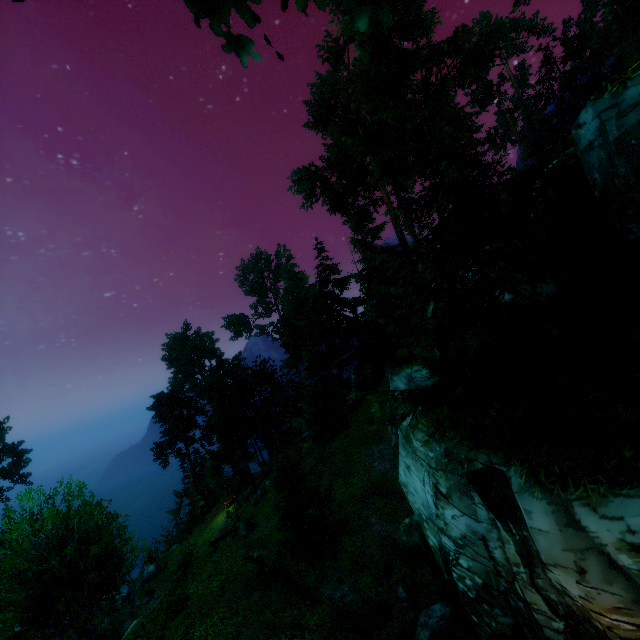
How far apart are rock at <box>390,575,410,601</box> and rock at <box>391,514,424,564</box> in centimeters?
112cm

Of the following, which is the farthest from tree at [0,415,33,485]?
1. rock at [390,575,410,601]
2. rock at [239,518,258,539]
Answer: rock at [390,575,410,601]

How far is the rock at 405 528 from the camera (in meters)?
15.65

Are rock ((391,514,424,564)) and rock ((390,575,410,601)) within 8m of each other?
yes

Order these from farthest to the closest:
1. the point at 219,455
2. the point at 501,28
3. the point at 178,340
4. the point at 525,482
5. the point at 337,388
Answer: the point at 178,340 < the point at 219,455 < the point at 337,388 < the point at 501,28 < the point at 525,482

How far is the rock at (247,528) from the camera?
27.4 meters

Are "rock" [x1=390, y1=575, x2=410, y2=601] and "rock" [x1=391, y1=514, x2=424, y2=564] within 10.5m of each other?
yes

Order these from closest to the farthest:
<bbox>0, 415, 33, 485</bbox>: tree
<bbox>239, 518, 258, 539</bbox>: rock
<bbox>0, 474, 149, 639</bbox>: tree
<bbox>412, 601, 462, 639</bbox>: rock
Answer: <bbox>412, 601, 462, 639</bbox>: rock < <bbox>0, 474, 149, 639</bbox>: tree < <bbox>239, 518, 258, 539</bbox>: rock < <bbox>0, 415, 33, 485</bbox>: tree
